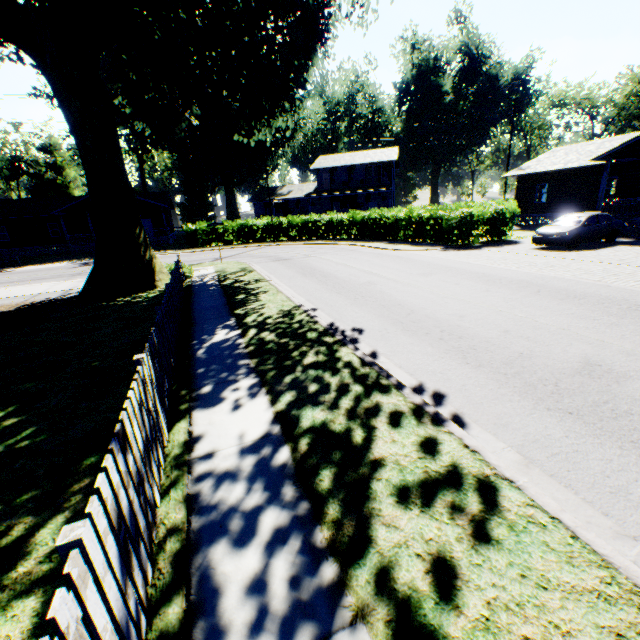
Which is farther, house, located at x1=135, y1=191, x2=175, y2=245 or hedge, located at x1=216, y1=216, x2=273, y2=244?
house, located at x1=135, y1=191, x2=175, y2=245

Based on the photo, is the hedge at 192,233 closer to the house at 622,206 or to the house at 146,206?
the house at 146,206

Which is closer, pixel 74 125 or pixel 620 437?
pixel 620 437

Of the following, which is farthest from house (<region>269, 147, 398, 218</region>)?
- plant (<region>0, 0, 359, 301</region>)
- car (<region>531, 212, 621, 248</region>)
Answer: car (<region>531, 212, 621, 248</region>)

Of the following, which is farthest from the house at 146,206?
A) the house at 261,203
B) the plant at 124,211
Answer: the plant at 124,211

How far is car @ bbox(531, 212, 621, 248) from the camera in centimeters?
1617cm

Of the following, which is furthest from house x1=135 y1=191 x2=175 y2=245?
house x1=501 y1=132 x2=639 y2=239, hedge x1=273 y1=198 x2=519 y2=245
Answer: house x1=501 y1=132 x2=639 y2=239
